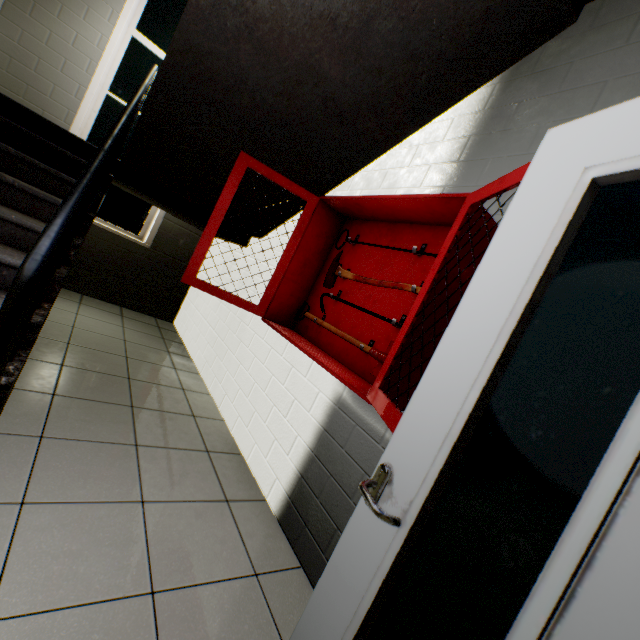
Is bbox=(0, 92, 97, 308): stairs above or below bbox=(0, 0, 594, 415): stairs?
below

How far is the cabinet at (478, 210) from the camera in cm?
134

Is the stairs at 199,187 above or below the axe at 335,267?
above

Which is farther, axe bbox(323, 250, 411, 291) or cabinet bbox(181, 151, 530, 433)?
axe bbox(323, 250, 411, 291)

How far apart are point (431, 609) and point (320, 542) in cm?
126

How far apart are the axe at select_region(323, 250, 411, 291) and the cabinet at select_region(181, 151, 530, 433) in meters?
0.0 m

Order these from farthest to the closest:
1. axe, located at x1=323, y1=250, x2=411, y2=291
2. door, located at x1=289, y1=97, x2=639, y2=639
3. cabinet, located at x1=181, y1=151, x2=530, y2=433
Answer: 1. axe, located at x1=323, y1=250, x2=411, y2=291
2. cabinet, located at x1=181, y1=151, x2=530, y2=433
3. door, located at x1=289, y1=97, x2=639, y2=639

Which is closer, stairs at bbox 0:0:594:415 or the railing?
the railing
